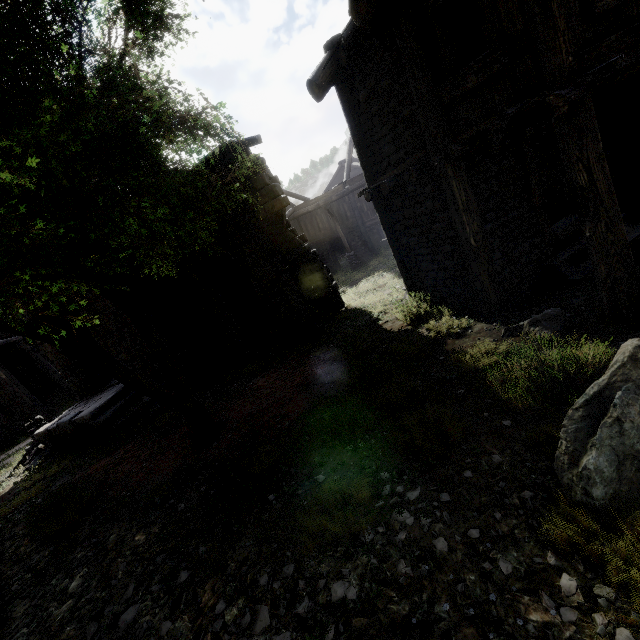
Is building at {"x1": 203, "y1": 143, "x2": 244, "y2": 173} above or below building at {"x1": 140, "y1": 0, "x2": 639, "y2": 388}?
above

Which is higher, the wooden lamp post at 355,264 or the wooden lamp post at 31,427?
the wooden lamp post at 31,427

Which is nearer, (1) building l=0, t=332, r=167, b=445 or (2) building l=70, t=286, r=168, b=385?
(1) building l=0, t=332, r=167, b=445

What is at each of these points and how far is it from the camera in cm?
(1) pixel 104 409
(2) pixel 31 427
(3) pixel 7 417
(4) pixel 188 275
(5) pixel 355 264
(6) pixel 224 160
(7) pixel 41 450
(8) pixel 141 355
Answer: (1) building, 1102
(2) wooden lamp post, 1312
(3) building, 2225
(4) building, 1166
(5) wooden lamp post, 2219
(6) building, 970
(7) rubble, 1177
(8) building, 1223

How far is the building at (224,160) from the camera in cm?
952

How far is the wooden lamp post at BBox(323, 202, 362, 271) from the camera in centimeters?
2111cm

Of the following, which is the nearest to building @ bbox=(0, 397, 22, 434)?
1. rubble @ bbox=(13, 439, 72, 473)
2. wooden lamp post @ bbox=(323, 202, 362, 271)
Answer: rubble @ bbox=(13, 439, 72, 473)
